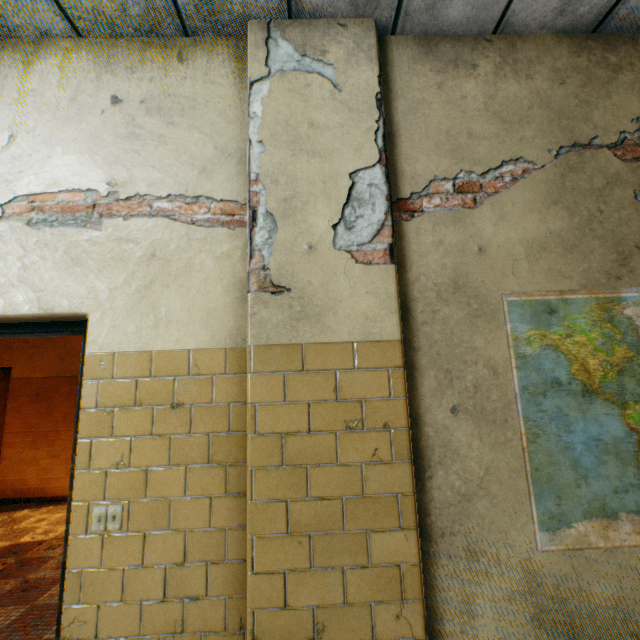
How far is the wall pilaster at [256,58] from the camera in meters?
1.9 m

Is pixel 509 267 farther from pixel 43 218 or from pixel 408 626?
pixel 43 218

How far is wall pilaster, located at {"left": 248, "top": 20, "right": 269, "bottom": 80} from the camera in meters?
1.9

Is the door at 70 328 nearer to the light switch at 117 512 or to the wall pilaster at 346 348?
the light switch at 117 512

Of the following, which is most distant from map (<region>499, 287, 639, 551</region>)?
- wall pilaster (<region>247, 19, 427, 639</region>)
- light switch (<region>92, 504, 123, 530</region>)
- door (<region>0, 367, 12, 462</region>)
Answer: door (<region>0, 367, 12, 462</region>)

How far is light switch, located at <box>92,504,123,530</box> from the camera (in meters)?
1.55

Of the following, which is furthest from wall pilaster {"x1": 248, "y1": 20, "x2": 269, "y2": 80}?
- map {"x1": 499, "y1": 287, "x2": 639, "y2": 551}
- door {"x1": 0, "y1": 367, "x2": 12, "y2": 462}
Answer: door {"x1": 0, "y1": 367, "x2": 12, "y2": 462}

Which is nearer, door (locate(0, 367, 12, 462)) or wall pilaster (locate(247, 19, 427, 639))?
wall pilaster (locate(247, 19, 427, 639))
